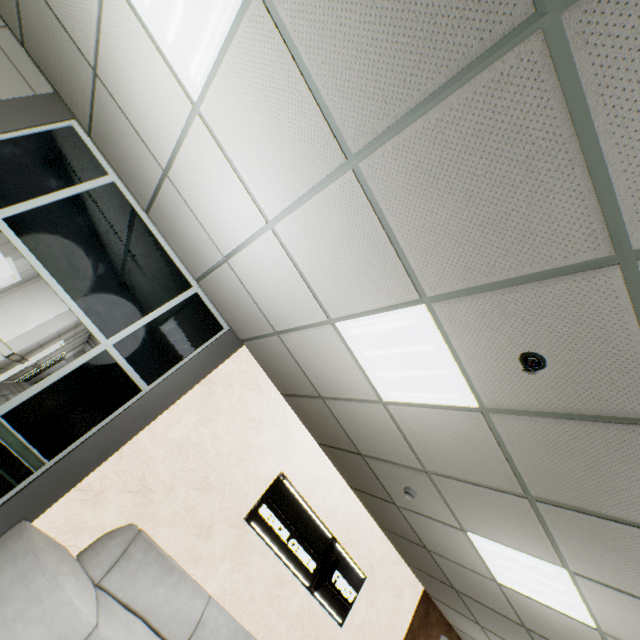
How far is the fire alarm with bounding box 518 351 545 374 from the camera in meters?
1.9

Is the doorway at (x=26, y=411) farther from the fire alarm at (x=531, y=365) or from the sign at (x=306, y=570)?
the fire alarm at (x=531, y=365)

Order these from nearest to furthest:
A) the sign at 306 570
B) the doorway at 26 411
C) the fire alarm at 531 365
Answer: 1. the fire alarm at 531 365
2. the doorway at 26 411
3. the sign at 306 570

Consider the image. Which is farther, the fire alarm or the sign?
the sign

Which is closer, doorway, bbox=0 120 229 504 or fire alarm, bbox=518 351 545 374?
fire alarm, bbox=518 351 545 374

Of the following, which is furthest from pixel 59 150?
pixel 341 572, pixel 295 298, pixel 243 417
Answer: pixel 341 572

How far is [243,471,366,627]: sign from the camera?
4.3m

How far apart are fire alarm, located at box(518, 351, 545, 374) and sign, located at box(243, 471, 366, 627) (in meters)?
3.67
